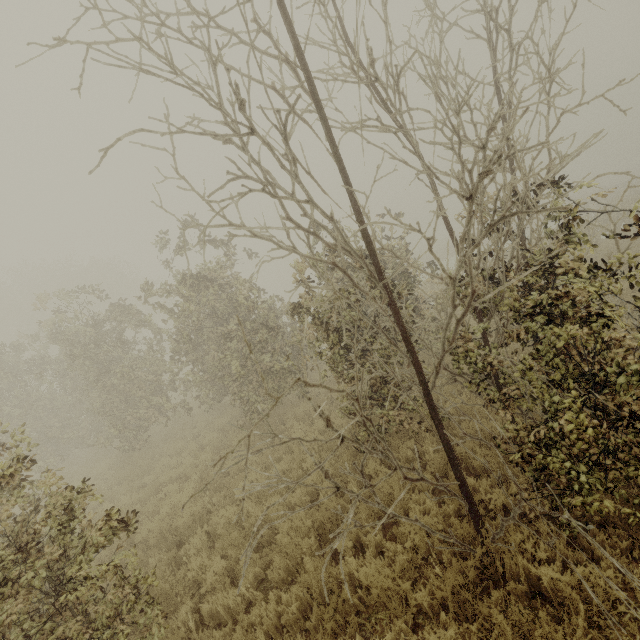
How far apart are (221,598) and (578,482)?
5.1 meters
